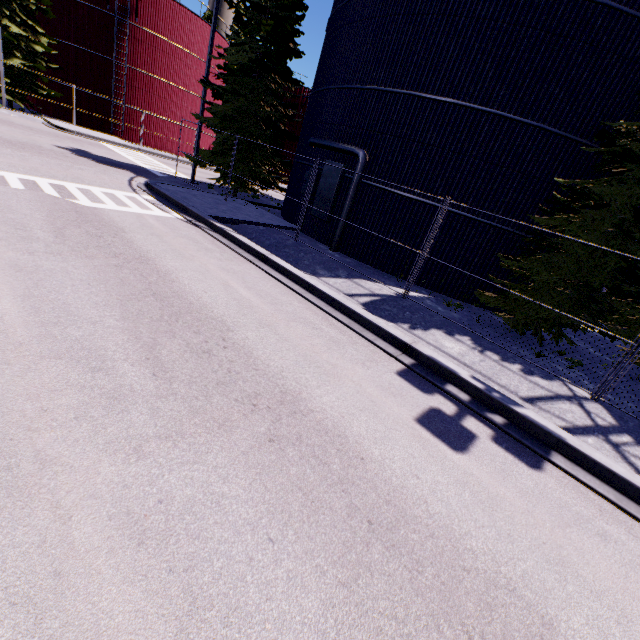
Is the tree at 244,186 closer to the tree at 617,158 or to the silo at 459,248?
the silo at 459,248

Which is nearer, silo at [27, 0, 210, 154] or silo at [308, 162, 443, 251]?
silo at [308, 162, 443, 251]

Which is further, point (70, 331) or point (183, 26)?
point (183, 26)

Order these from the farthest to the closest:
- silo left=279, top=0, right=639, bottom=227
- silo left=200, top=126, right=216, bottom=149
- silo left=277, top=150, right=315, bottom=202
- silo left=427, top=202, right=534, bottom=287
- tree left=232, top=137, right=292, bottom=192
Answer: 1. silo left=200, top=126, right=216, bottom=149
2. tree left=232, top=137, right=292, bottom=192
3. silo left=277, top=150, right=315, bottom=202
4. silo left=427, top=202, right=534, bottom=287
5. silo left=279, top=0, right=639, bottom=227

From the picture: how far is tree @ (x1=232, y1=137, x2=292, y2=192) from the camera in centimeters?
1688cm

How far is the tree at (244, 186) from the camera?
17.8m

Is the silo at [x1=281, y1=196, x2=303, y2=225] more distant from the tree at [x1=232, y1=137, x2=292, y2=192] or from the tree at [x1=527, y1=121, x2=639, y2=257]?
the tree at [x1=232, y1=137, x2=292, y2=192]

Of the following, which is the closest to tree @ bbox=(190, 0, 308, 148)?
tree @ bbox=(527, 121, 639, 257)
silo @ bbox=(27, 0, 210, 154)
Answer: silo @ bbox=(27, 0, 210, 154)
